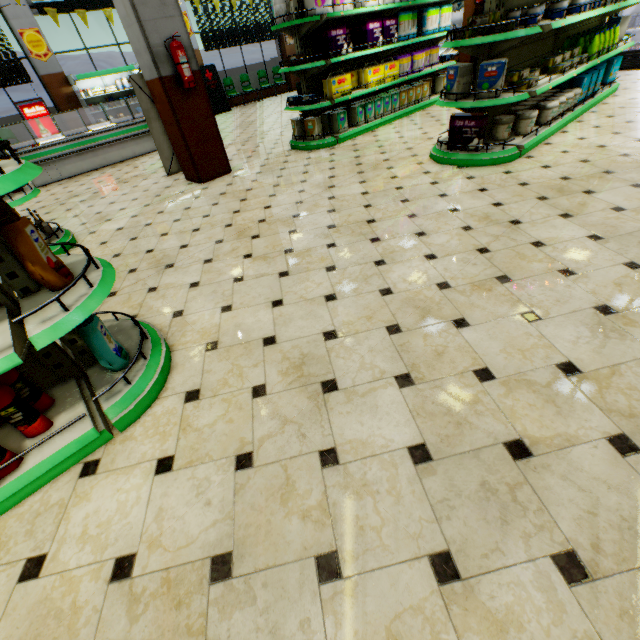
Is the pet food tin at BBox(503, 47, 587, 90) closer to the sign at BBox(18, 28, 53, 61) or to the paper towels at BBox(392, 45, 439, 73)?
the paper towels at BBox(392, 45, 439, 73)

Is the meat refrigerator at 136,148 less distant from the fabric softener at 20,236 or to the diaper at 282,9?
the diaper at 282,9

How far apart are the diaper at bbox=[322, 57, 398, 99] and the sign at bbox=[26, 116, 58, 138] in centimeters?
1031cm

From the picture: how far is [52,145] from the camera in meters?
7.6

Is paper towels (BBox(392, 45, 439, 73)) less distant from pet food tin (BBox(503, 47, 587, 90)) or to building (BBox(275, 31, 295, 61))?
building (BBox(275, 31, 295, 61))

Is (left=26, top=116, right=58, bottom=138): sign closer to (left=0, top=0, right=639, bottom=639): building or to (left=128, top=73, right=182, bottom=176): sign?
(left=0, top=0, right=639, bottom=639): building

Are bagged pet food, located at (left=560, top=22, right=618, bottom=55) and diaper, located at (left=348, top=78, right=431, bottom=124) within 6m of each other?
yes

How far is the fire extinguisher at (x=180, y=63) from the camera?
4.61m
